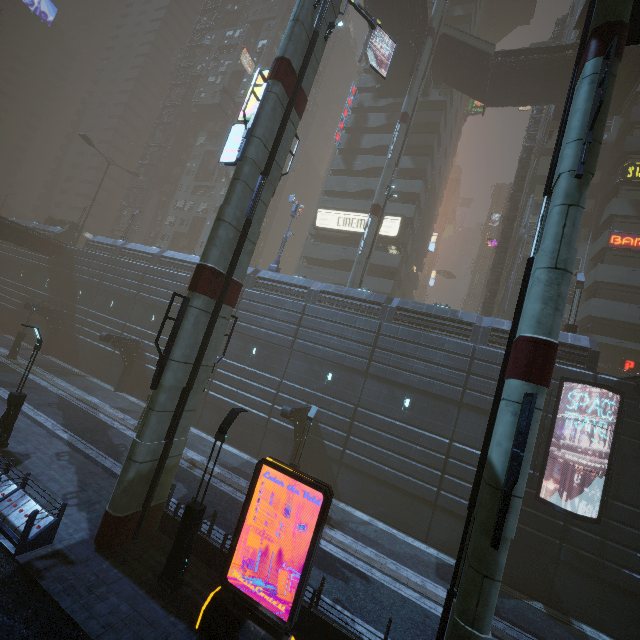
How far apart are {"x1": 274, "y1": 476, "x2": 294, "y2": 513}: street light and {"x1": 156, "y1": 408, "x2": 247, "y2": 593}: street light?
6.7m

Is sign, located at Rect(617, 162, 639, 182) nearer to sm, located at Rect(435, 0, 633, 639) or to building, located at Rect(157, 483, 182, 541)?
building, located at Rect(157, 483, 182, 541)

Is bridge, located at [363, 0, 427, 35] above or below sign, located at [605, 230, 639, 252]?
above

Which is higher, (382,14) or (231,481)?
(382,14)

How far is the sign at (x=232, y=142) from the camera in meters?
13.6

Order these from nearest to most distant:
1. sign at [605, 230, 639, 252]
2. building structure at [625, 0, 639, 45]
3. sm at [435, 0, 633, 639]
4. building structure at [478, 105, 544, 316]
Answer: sm at [435, 0, 633, 639] → building structure at [625, 0, 639, 45] → sign at [605, 230, 639, 252] → building structure at [478, 105, 544, 316]

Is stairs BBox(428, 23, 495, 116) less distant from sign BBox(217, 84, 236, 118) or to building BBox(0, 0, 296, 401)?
building BBox(0, 0, 296, 401)

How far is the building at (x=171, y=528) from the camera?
12.22m
